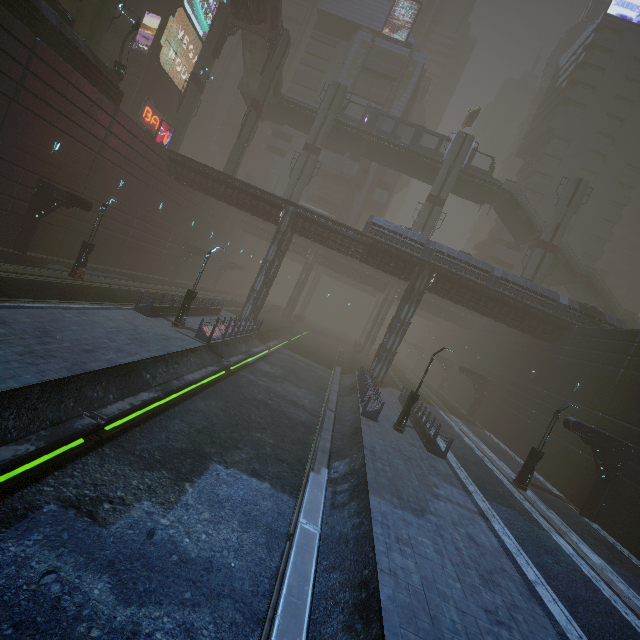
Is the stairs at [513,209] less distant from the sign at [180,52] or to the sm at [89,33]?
the sm at [89,33]

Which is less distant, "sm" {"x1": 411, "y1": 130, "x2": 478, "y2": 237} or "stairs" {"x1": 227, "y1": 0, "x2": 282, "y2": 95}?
"stairs" {"x1": 227, "y1": 0, "x2": 282, "y2": 95}

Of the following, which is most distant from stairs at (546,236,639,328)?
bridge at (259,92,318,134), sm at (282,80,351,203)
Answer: bridge at (259,92,318,134)

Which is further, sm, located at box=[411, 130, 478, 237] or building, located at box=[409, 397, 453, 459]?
sm, located at box=[411, 130, 478, 237]

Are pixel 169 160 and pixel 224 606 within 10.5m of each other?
no

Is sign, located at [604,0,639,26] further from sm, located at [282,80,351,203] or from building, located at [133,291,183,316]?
sm, located at [282,80,351,203]

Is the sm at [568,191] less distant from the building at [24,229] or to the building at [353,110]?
the building at [24,229]

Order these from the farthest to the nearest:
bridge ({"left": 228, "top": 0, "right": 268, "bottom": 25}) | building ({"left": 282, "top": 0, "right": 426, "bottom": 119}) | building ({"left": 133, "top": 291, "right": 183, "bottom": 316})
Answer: building ({"left": 282, "top": 0, "right": 426, "bottom": 119}), bridge ({"left": 228, "top": 0, "right": 268, "bottom": 25}), building ({"left": 133, "top": 291, "right": 183, "bottom": 316})
